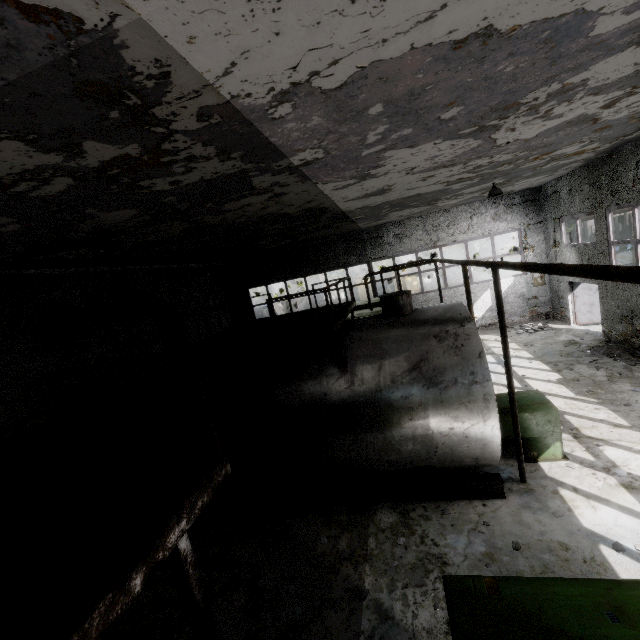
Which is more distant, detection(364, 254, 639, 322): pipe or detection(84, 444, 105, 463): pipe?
detection(84, 444, 105, 463): pipe

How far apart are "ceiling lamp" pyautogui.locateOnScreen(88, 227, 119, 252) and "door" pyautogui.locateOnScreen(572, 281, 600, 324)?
18.1 meters

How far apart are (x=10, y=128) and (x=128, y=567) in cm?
386

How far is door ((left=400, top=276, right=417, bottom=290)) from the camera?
40.0 meters

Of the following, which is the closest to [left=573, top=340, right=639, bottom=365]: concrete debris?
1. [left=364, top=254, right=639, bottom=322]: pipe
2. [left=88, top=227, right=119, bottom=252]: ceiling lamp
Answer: [left=364, top=254, right=639, bottom=322]: pipe

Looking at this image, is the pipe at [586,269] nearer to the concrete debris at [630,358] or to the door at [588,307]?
the door at [588,307]

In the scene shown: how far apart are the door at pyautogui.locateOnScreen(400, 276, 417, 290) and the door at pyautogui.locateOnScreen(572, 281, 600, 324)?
25.0 meters

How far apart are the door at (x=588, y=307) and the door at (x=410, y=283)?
25.0m
